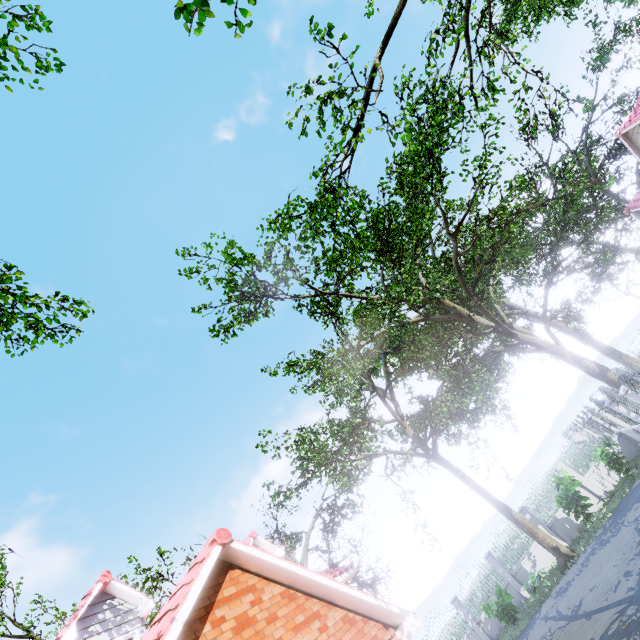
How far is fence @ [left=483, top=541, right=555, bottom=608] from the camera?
16.9 meters

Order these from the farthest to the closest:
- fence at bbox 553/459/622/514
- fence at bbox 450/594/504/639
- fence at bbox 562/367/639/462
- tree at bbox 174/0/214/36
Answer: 1. fence at bbox 450/594/504/639
2. fence at bbox 553/459/622/514
3. fence at bbox 562/367/639/462
4. tree at bbox 174/0/214/36

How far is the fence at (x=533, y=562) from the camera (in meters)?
16.91

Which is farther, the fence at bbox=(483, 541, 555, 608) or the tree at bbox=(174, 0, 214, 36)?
the fence at bbox=(483, 541, 555, 608)

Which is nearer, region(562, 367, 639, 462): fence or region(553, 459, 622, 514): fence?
region(562, 367, 639, 462): fence

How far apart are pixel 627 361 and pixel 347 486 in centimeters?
2907cm
